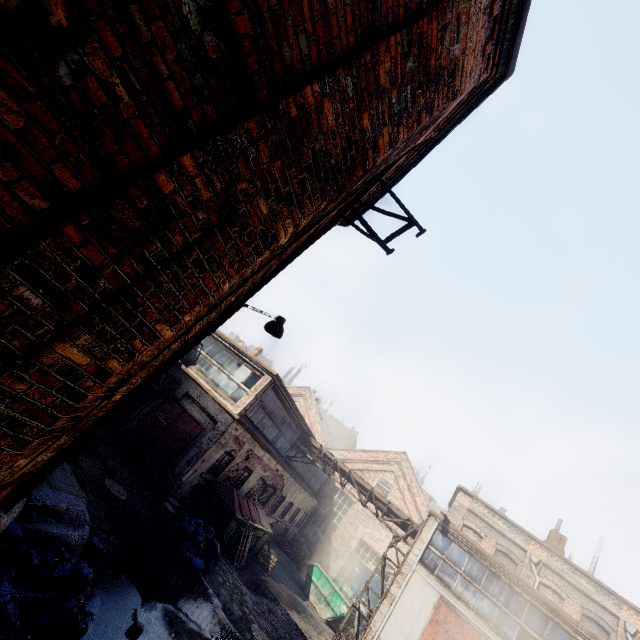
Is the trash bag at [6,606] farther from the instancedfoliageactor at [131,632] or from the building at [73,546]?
the instancedfoliageactor at [131,632]

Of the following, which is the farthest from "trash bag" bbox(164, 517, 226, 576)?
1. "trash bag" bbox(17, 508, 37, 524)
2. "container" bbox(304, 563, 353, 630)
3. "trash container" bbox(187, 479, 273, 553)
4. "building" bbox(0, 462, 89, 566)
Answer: "container" bbox(304, 563, 353, 630)

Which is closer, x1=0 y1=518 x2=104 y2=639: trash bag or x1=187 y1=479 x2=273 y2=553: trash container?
x1=0 y1=518 x2=104 y2=639: trash bag

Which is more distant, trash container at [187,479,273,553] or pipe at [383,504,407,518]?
pipe at [383,504,407,518]

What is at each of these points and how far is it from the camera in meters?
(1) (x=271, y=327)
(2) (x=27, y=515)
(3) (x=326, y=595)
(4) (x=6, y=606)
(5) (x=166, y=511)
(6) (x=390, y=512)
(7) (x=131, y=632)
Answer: (1) light, 6.0
(2) trash bag, 4.6
(3) container, 16.5
(4) trash bag, 3.4
(5) carton, 10.1
(6) pipe, 15.8
(7) instancedfoliageactor, 5.5

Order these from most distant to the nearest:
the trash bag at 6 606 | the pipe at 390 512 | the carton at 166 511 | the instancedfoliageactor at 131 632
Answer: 1. the pipe at 390 512
2. the carton at 166 511
3. the instancedfoliageactor at 131 632
4. the trash bag at 6 606

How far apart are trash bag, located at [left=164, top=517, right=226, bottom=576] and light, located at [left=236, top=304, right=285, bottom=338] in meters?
7.4 m

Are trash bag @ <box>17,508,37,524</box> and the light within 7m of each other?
yes
